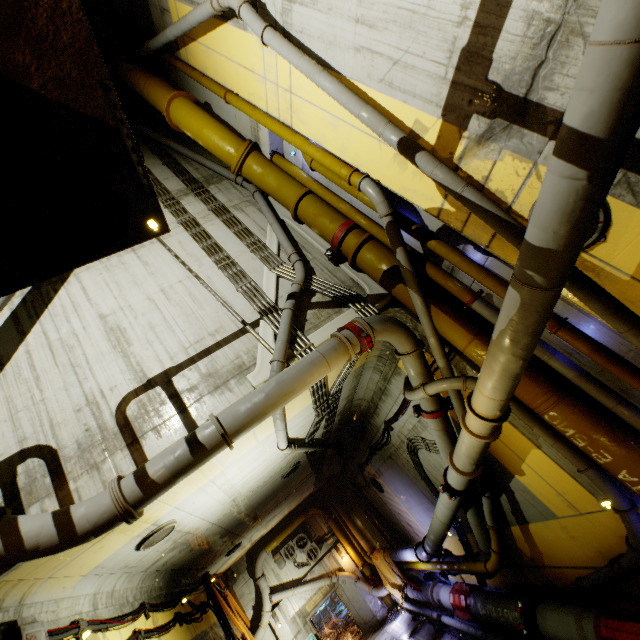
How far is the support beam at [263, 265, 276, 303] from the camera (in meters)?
7.04

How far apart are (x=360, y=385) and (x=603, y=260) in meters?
7.3

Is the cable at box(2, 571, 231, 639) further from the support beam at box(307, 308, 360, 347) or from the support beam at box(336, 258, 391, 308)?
the support beam at box(336, 258, 391, 308)

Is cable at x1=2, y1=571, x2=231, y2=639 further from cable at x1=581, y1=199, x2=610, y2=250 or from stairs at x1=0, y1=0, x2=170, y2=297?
cable at x1=581, y1=199, x2=610, y2=250

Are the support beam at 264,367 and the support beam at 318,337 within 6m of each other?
yes

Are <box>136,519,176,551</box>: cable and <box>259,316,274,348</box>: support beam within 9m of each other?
yes

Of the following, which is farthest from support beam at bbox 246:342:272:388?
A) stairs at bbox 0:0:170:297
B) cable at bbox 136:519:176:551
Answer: cable at bbox 136:519:176:551

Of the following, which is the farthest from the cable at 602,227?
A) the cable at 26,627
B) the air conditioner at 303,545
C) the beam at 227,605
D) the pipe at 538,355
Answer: the air conditioner at 303,545
